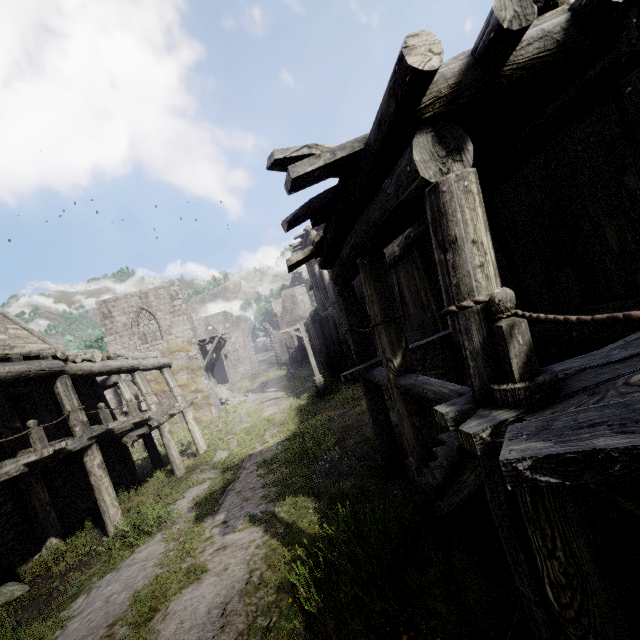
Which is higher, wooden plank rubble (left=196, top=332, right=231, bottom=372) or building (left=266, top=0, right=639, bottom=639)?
wooden plank rubble (left=196, top=332, right=231, bottom=372)

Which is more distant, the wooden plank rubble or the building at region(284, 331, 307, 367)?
the building at region(284, 331, 307, 367)

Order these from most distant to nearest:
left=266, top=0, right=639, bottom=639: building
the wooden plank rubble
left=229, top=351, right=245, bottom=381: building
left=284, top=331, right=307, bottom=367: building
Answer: left=229, top=351, right=245, bottom=381: building < left=284, top=331, right=307, bottom=367: building < the wooden plank rubble < left=266, top=0, right=639, bottom=639: building

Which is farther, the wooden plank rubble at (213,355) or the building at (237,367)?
the building at (237,367)

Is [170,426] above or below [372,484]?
above

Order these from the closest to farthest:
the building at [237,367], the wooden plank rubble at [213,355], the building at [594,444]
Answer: the building at [594,444] < the wooden plank rubble at [213,355] < the building at [237,367]

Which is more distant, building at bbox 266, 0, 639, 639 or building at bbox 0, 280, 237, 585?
building at bbox 0, 280, 237, 585
